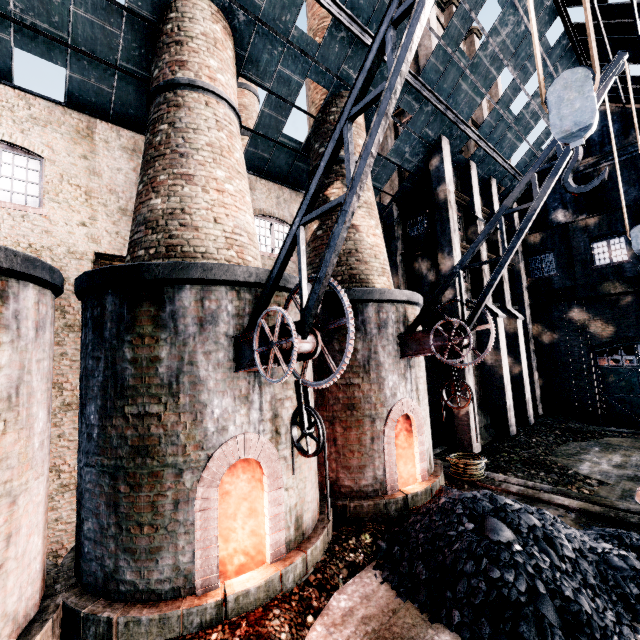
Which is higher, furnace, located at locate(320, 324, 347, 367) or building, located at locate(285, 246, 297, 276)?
building, located at locate(285, 246, 297, 276)

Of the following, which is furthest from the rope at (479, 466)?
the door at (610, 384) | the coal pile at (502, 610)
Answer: the door at (610, 384)

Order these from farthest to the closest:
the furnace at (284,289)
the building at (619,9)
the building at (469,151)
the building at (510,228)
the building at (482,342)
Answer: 1. the building at (510,228)
2. the building at (482,342)
3. the building at (469,151)
4. the building at (619,9)
5. the furnace at (284,289)

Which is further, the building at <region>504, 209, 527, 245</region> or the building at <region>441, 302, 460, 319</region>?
the building at <region>504, 209, 527, 245</region>

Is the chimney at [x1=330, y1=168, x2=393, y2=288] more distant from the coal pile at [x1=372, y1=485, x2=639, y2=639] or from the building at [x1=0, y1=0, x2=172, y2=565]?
the coal pile at [x1=372, y1=485, x2=639, y2=639]

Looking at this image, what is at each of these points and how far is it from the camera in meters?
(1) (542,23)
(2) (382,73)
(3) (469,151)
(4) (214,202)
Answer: (1) building, 15.4 m
(2) building, 13.6 m
(3) building, 19.9 m
(4) chimney, 8.6 m

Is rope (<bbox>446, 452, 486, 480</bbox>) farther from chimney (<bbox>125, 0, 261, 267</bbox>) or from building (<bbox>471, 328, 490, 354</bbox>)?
chimney (<bbox>125, 0, 261, 267</bbox>)

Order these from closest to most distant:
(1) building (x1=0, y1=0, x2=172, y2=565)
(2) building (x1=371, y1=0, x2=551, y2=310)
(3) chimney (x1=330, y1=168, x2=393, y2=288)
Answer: (1) building (x1=0, y1=0, x2=172, y2=565)
(3) chimney (x1=330, y1=168, x2=393, y2=288)
(2) building (x1=371, y1=0, x2=551, y2=310)
